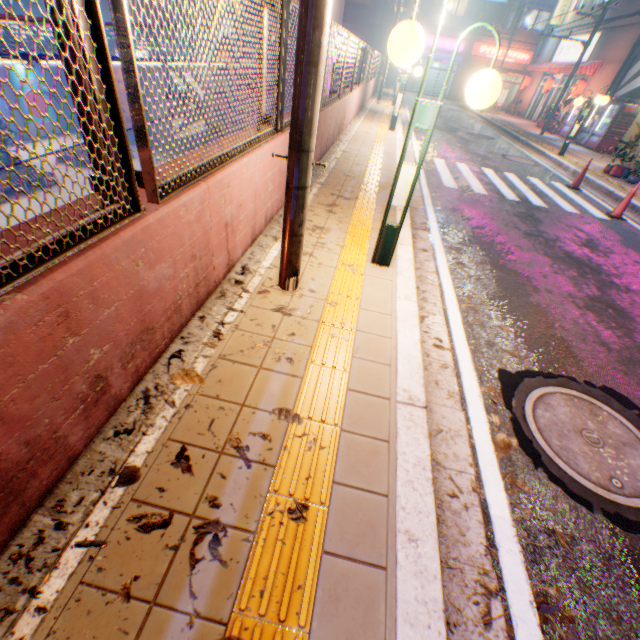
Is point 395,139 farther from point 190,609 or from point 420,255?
point 190,609

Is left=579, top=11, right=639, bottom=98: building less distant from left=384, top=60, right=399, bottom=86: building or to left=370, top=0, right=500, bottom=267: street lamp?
left=384, top=60, right=399, bottom=86: building

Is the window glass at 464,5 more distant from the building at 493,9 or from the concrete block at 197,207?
the concrete block at 197,207

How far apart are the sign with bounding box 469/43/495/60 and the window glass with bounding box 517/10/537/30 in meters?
1.6

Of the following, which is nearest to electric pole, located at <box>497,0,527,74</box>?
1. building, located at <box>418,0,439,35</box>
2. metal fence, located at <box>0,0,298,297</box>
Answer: metal fence, located at <box>0,0,298,297</box>

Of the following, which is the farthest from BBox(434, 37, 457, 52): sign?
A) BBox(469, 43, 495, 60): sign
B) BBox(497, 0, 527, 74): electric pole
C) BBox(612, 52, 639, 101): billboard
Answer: BBox(612, 52, 639, 101): billboard

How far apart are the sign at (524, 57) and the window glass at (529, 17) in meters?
1.6

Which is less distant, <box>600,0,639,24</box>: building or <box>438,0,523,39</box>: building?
<box>600,0,639,24</box>: building
